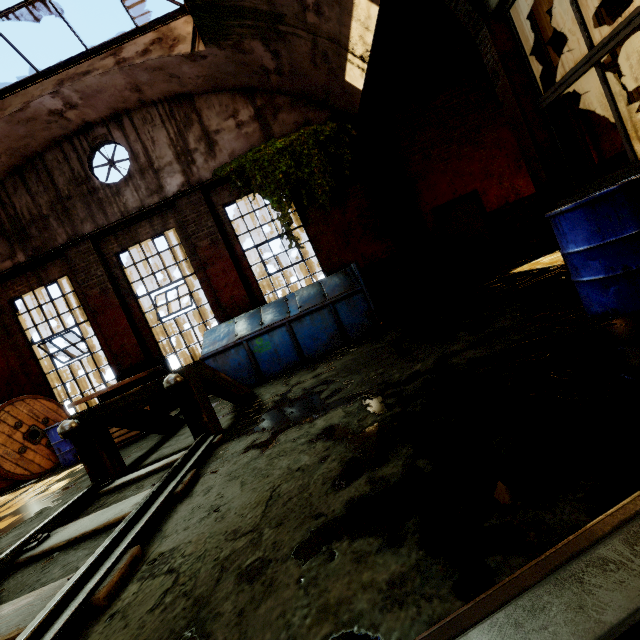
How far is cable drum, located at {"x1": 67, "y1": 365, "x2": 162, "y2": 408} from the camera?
6.37m

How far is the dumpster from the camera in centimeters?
656cm

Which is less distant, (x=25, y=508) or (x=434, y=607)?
(x=434, y=607)

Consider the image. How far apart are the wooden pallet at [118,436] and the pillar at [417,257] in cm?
680

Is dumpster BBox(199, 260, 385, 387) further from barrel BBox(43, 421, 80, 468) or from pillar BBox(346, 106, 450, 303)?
barrel BBox(43, 421, 80, 468)

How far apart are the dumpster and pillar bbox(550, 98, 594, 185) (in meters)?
3.16

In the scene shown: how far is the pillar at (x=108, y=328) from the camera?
8.3 meters

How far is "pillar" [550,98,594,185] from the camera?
3.6m
